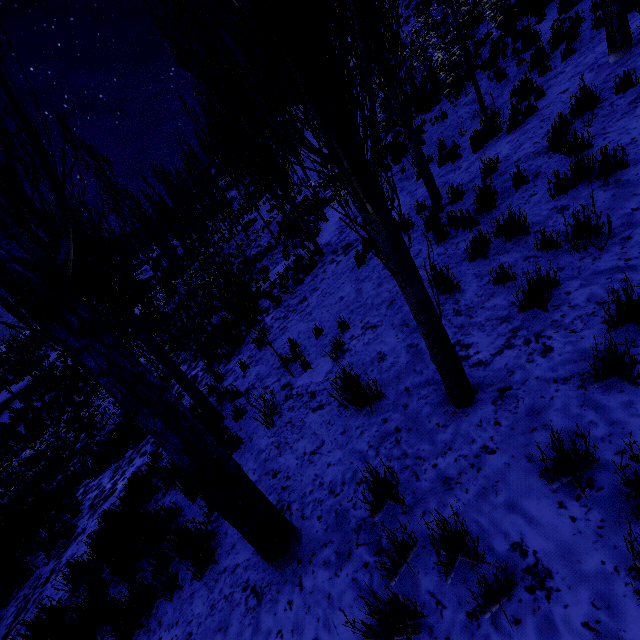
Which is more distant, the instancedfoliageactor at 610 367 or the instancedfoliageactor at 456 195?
the instancedfoliageactor at 456 195

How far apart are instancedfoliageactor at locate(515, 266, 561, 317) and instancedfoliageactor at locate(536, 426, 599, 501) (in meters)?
1.62

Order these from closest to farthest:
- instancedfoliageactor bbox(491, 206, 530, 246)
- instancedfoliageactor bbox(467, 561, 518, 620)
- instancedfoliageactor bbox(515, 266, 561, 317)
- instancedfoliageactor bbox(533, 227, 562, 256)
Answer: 1. instancedfoliageactor bbox(467, 561, 518, 620)
2. instancedfoliageactor bbox(515, 266, 561, 317)
3. instancedfoliageactor bbox(533, 227, 562, 256)
4. instancedfoliageactor bbox(491, 206, 530, 246)

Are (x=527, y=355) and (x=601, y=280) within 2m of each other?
yes

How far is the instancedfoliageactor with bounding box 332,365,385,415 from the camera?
3.82m

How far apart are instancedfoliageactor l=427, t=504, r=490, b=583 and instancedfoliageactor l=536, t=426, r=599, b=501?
0.7m

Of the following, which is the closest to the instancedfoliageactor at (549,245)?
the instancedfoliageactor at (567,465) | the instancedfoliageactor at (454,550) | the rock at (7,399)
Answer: the instancedfoliageactor at (567,465)
